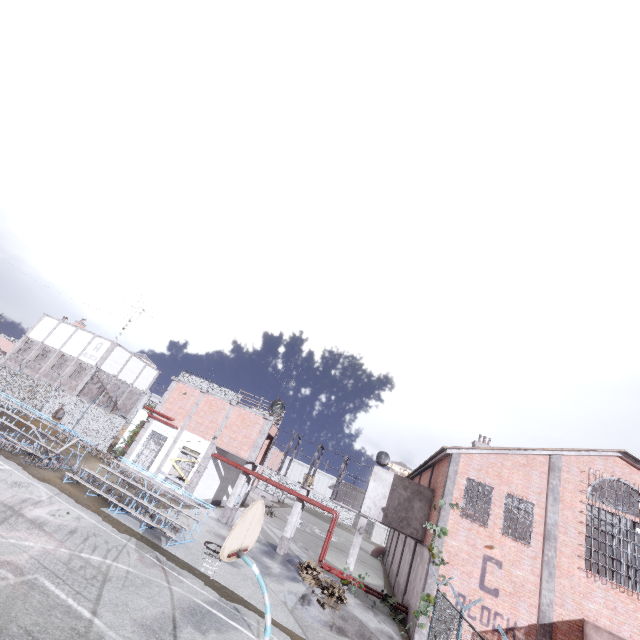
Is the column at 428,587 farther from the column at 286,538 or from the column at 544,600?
the column at 286,538

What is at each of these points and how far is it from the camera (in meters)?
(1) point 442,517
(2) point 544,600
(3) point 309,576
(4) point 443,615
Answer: (1) column, 16.88
(2) column, 14.82
(3) pallet, 17.58
(4) fence, 11.34

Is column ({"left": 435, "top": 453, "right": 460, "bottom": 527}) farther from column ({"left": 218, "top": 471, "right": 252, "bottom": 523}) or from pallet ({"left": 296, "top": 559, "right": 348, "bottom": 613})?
column ({"left": 218, "top": 471, "right": 252, "bottom": 523})

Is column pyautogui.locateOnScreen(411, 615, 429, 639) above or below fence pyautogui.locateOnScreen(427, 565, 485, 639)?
below

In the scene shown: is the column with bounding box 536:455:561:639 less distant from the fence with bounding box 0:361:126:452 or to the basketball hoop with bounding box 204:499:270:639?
the fence with bounding box 0:361:126:452

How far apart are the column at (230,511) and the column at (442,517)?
12.5 meters

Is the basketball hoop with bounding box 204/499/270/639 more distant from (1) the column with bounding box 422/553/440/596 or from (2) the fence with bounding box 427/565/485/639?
(1) the column with bounding box 422/553/440/596

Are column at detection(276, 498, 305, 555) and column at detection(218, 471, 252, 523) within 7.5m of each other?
yes
